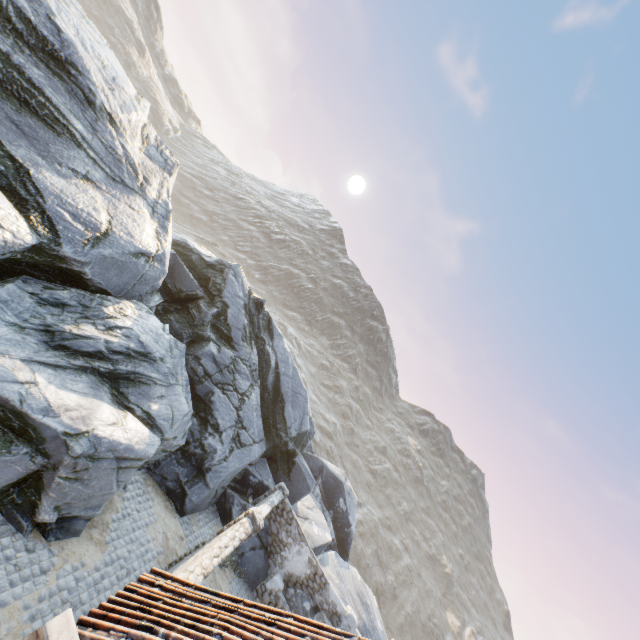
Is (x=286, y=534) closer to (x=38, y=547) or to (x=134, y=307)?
(x=38, y=547)

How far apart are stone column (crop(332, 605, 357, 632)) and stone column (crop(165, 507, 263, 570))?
8.2 meters

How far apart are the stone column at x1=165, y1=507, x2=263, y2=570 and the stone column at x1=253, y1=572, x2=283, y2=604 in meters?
5.5 m

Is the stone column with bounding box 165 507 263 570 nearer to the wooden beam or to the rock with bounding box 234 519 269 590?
the rock with bounding box 234 519 269 590

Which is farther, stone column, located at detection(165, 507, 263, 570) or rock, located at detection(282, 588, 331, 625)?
rock, located at detection(282, 588, 331, 625)

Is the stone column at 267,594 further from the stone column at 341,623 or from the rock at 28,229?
the stone column at 341,623

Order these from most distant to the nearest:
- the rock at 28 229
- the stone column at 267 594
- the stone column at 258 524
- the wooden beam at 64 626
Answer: the stone column at 267 594 < the stone column at 258 524 < the rock at 28 229 < the wooden beam at 64 626

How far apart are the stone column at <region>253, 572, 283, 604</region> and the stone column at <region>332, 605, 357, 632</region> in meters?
2.7 m
